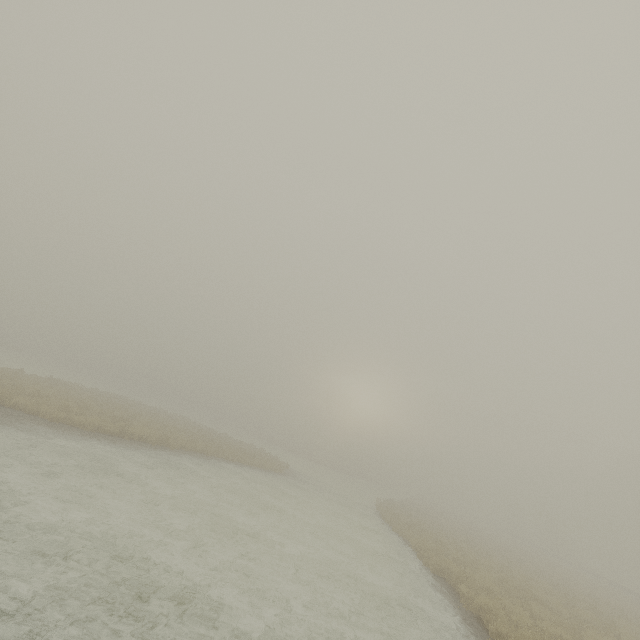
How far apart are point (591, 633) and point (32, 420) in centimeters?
2409cm
